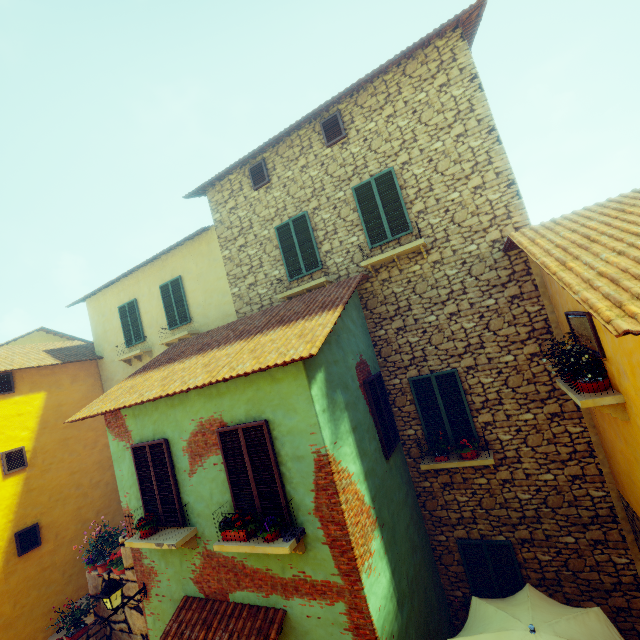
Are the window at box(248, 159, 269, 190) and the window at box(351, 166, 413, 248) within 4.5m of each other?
yes

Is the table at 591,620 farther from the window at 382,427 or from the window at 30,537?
the window at 30,537

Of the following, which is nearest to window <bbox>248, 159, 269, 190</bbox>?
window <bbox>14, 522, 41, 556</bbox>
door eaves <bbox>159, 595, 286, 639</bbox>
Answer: door eaves <bbox>159, 595, 286, 639</bbox>

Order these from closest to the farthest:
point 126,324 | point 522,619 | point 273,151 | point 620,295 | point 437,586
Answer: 1. point 620,295
2. point 522,619
3. point 437,586
4. point 273,151
5. point 126,324

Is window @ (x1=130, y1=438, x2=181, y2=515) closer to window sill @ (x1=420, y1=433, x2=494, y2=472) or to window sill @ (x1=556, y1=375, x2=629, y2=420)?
window sill @ (x1=556, y1=375, x2=629, y2=420)

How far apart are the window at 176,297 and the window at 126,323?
1.39m

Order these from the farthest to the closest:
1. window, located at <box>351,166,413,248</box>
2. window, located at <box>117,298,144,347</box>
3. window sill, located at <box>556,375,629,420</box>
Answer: window, located at <box>117,298,144,347</box>
window, located at <box>351,166,413,248</box>
window sill, located at <box>556,375,629,420</box>

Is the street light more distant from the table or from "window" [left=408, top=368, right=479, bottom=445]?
"window" [left=408, top=368, right=479, bottom=445]
